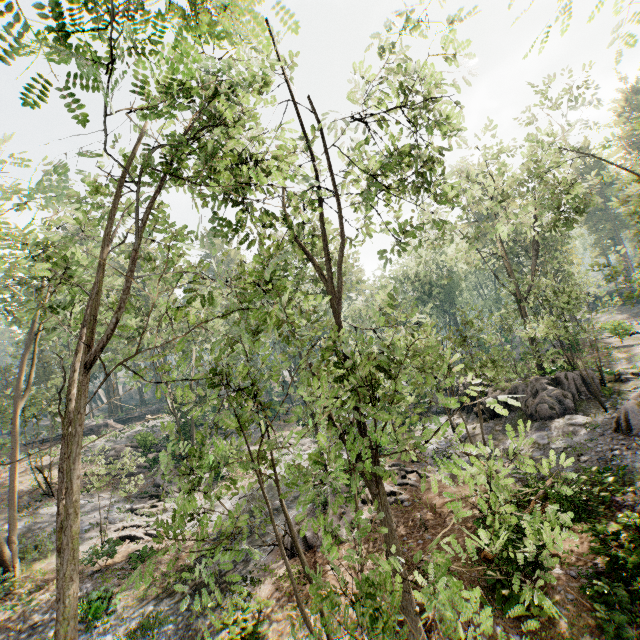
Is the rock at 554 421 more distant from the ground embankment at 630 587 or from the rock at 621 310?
the rock at 621 310

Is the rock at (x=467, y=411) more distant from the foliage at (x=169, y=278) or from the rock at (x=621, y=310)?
the rock at (x=621, y=310)

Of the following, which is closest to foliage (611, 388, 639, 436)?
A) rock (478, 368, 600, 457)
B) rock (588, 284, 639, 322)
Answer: rock (478, 368, 600, 457)

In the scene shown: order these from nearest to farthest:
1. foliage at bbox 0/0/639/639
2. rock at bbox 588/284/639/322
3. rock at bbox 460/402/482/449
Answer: foliage at bbox 0/0/639/639 < rock at bbox 460/402/482/449 < rock at bbox 588/284/639/322

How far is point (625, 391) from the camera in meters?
19.7 m

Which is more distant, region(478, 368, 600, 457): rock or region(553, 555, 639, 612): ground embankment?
region(478, 368, 600, 457): rock

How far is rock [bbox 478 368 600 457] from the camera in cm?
1862
